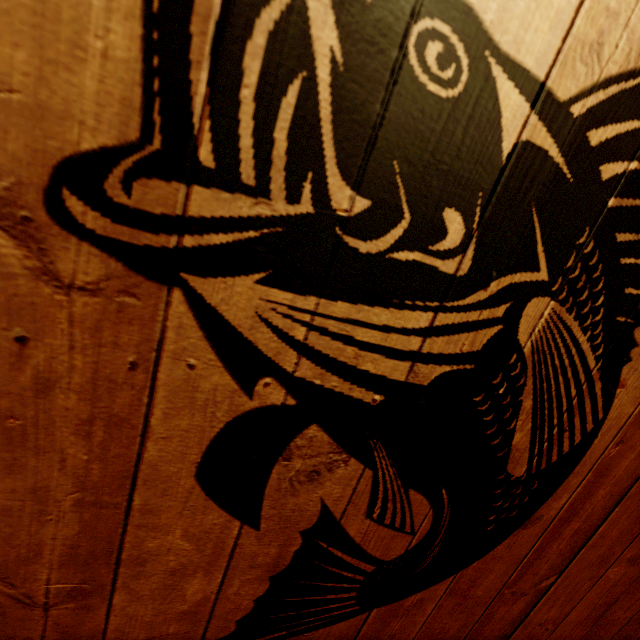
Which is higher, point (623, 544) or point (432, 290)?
point (432, 290)
